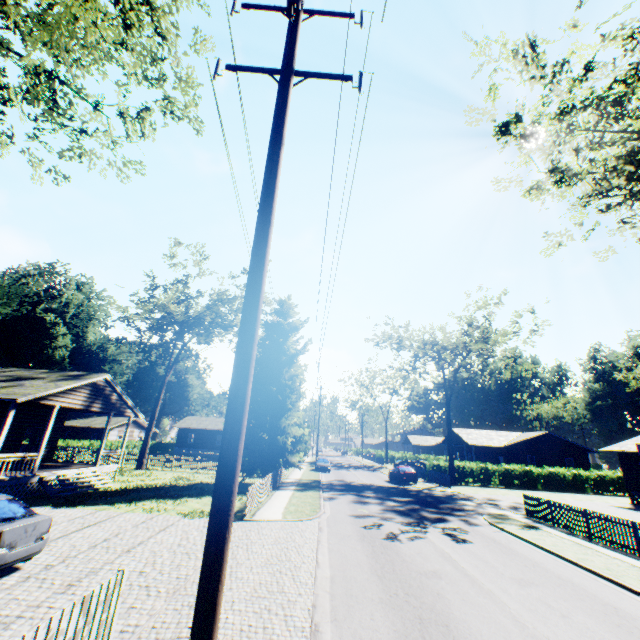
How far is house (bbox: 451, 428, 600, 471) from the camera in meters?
42.2 m

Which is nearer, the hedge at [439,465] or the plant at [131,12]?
the plant at [131,12]

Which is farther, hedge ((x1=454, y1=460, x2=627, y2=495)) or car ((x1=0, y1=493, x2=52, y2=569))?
hedge ((x1=454, y1=460, x2=627, y2=495))

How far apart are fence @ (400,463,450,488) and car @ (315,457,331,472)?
10.9m

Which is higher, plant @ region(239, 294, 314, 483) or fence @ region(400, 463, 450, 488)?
plant @ region(239, 294, 314, 483)

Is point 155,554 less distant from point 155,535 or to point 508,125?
point 155,535

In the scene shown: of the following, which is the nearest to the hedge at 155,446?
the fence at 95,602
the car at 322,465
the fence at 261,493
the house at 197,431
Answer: the fence at 261,493

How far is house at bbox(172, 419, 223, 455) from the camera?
55.69m
